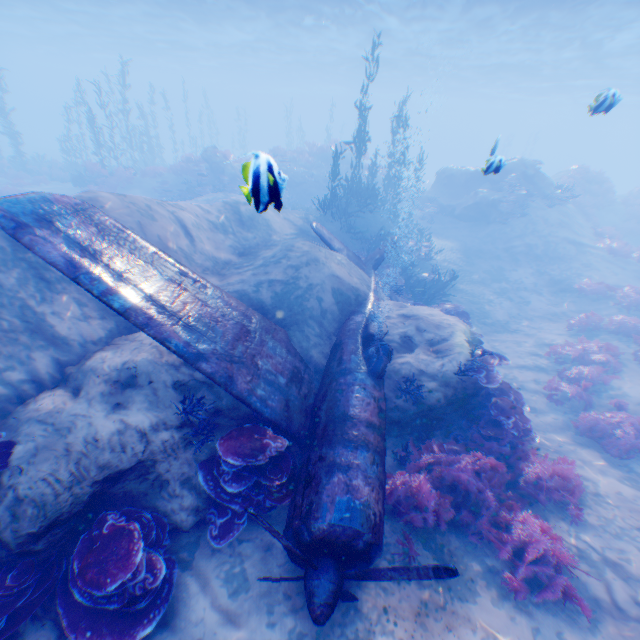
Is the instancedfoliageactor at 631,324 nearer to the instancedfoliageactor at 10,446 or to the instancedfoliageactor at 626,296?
the instancedfoliageactor at 626,296

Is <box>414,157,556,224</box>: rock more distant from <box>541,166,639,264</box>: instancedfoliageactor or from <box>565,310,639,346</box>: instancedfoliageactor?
<box>541,166,639,264</box>: instancedfoliageactor

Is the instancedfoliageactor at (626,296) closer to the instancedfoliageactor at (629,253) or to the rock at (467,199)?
the rock at (467,199)

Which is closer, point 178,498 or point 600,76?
point 178,498

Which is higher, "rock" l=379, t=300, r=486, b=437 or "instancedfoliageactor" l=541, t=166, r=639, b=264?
"instancedfoliageactor" l=541, t=166, r=639, b=264

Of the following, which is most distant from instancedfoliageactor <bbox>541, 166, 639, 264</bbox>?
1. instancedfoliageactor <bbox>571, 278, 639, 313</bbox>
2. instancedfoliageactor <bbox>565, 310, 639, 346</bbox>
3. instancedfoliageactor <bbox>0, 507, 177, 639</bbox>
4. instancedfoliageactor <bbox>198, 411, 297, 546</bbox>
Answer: instancedfoliageactor <bbox>0, 507, 177, 639</bbox>

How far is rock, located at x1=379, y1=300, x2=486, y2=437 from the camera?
7.6 meters
